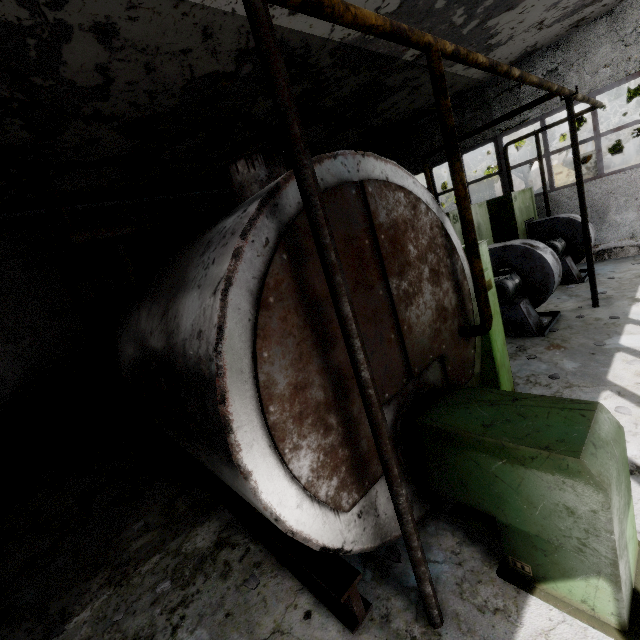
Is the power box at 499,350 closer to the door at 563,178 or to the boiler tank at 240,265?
the boiler tank at 240,265

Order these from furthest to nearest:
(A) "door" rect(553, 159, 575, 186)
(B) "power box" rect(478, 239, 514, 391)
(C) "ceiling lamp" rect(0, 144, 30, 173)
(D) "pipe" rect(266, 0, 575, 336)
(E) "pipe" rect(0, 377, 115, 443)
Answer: (A) "door" rect(553, 159, 575, 186) < (E) "pipe" rect(0, 377, 115, 443) < (C) "ceiling lamp" rect(0, 144, 30, 173) < (B) "power box" rect(478, 239, 514, 391) < (D) "pipe" rect(266, 0, 575, 336)

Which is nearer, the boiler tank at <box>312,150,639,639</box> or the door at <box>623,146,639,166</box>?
the boiler tank at <box>312,150,639,639</box>

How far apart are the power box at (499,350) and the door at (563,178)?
29.8 meters

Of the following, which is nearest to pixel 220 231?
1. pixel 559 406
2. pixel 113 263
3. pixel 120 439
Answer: pixel 559 406

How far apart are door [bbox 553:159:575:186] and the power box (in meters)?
29.80

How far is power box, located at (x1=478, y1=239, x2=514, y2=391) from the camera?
4.5 meters

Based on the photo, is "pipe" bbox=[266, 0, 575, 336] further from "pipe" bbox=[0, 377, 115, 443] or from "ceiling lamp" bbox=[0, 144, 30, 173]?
"ceiling lamp" bbox=[0, 144, 30, 173]
